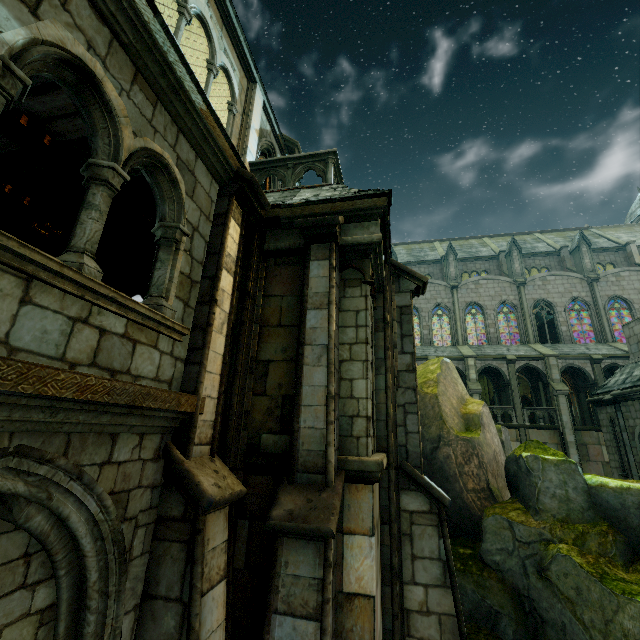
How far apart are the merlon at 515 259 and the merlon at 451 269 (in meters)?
4.59

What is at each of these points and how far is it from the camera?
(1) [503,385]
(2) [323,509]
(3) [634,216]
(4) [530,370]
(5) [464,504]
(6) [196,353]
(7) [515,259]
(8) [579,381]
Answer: (1) archway, 26.2 meters
(2) stone column, 3.8 meters
(3) building, 46.1 meters
(4) archway, 27.4 meters
(5) rock, 7.8 meters
(6) stone column, 3.9 meters
(7) merlon, 31.9 meters
(8) archway, 26.9 meters

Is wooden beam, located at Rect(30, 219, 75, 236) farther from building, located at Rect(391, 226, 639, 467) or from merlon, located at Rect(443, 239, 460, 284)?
merlon, located at Rect(443, 239, 460, 284)

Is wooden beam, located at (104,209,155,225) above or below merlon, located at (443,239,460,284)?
below

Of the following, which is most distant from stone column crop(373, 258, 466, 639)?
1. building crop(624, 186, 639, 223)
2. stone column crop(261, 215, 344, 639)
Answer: building crop(624, 186, 639, 223)

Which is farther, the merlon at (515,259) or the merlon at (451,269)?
the merlon at (451,269)

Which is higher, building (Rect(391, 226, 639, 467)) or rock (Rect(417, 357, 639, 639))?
building (Rect(391, 226, 639, 467))

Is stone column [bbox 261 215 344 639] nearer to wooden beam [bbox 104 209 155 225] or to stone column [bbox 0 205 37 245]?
wooden beam [bbox 104 209 155 225]
